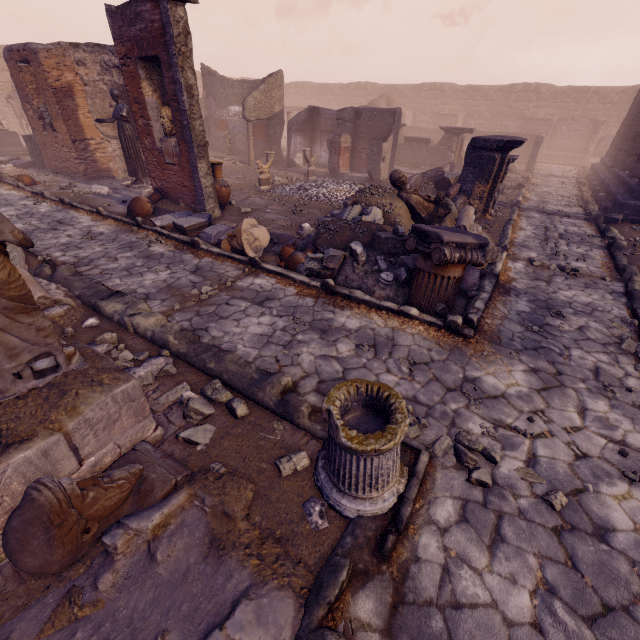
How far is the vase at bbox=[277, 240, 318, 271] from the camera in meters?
6.4 m

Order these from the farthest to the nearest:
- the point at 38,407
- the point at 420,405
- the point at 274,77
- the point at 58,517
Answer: the point at 274,77, the point at 420,405, the point at 38,407, the point at 58,517

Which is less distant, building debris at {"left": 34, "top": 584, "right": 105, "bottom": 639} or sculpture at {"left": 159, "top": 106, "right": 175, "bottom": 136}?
building debris at {"left": 34, "top": 584, "right": 105, "bottom": 639}

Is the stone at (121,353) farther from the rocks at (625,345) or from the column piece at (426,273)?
the rocks at (625,345)

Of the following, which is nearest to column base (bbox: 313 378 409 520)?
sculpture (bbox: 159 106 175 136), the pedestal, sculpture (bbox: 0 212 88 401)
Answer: sculpture (bbox: 0 212 88 401)

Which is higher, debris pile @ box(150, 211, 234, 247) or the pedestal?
the pedestal

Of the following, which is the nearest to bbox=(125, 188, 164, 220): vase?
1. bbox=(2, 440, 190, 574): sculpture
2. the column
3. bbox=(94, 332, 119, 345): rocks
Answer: bbox=(94, 332, 119, 345): rocks

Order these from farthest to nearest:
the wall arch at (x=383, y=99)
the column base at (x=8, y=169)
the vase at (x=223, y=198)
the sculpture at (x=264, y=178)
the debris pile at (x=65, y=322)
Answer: the wall arch at (x=383, y=99), the column base at (x=8, y=169), the sculpture at (x=264, y=178), the vase at (x=223, y=198), the debris pile at (x=65, y=322)
